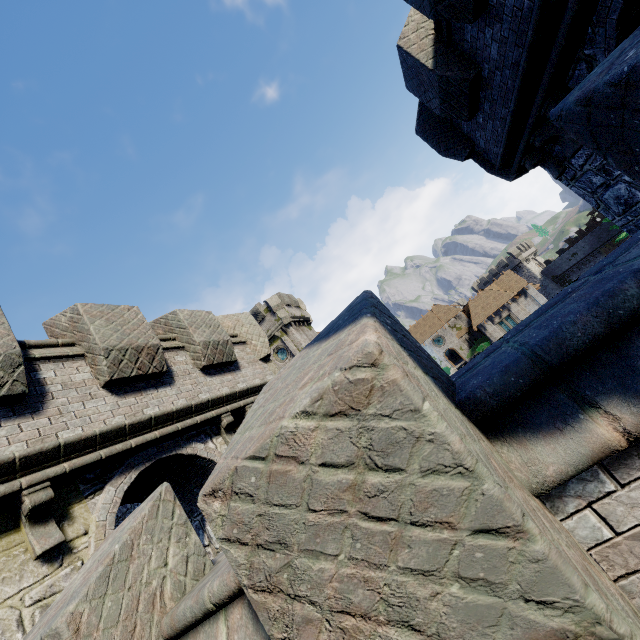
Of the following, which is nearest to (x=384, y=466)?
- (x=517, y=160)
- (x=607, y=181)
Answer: (x=607, y=181)

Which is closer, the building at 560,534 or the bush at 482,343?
the building at 560,534

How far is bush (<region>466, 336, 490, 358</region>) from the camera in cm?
4484

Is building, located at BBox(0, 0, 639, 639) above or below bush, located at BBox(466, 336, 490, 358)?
above

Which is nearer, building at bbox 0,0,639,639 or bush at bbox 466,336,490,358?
building at bbox 0,0,639,639

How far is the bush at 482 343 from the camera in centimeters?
4484cm
